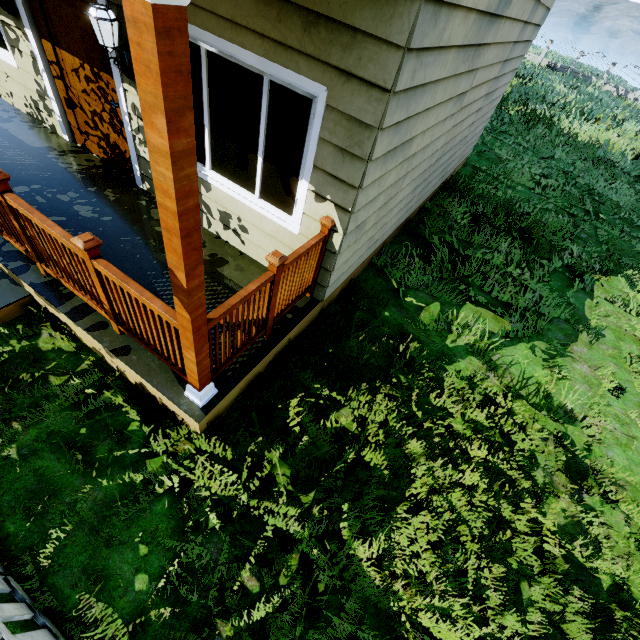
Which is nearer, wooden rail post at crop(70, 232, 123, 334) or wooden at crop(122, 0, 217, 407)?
wooden at crop(122, 0, 217, 407)

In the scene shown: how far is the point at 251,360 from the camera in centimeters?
322cm

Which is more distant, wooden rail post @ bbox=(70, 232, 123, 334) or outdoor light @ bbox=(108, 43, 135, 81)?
outdoor light @ bbox=(108, 43, 135, 81)

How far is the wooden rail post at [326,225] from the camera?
3.2m

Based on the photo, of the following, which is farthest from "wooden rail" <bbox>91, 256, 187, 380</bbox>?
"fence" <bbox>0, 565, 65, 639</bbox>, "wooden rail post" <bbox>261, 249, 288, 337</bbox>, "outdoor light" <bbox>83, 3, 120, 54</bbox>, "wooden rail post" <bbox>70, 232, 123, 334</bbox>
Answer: "outdoor light" <bbox>83, 3, 120, 54</bbox>

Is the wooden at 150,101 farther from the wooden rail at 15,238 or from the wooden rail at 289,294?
the wooden rail at 15,238

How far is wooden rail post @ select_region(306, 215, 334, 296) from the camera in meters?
3.2 m

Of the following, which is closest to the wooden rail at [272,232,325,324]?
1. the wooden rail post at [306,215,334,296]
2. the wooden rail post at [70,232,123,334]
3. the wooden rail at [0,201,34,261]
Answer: the wooden rail post at [306,215,334,296]
